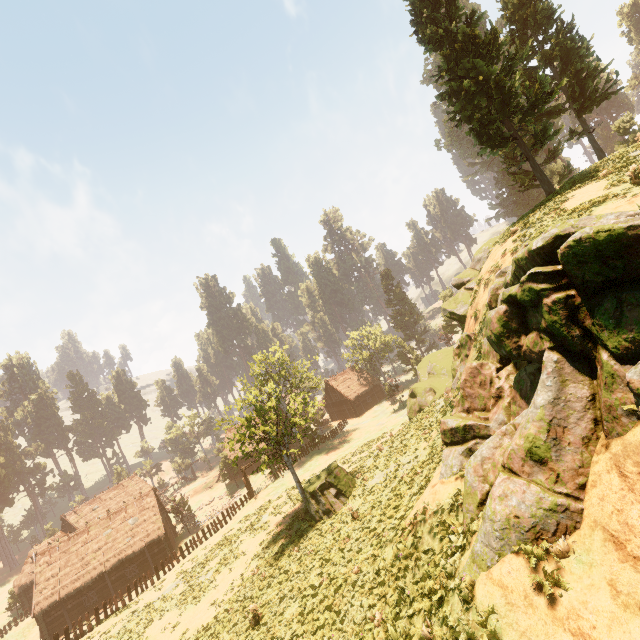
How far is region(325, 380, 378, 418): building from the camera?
56.8 meters

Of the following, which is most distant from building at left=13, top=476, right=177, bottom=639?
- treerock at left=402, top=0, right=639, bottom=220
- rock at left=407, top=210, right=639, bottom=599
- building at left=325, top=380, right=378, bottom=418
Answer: rock at left=407, top=210, right=639, bottom=599

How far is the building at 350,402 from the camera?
56.81m

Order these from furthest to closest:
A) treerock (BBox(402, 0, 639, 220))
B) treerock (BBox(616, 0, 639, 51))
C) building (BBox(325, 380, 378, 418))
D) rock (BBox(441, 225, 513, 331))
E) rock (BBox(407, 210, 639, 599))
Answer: building (BBox(325, 380, 378, 418)), treerock (BBox(616, 0, 639, 51)), rock (BBox(441, 225, 513, 331)), treerock (BBox(402, 0, 639, 220)), rock (BBox(407, 210, 639, 599))

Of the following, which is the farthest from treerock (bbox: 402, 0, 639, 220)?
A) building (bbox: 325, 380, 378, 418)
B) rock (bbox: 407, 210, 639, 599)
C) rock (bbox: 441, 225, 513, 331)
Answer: rock (bbox: 407, 210, 639, 599)

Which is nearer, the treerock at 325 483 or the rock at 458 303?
the rock at 458 303

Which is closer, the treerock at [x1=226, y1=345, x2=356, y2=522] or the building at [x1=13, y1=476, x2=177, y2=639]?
the treerock at [x1=226, y1=345, x2=356, y2=522]

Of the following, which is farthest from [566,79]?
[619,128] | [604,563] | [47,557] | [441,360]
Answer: [47,557]
